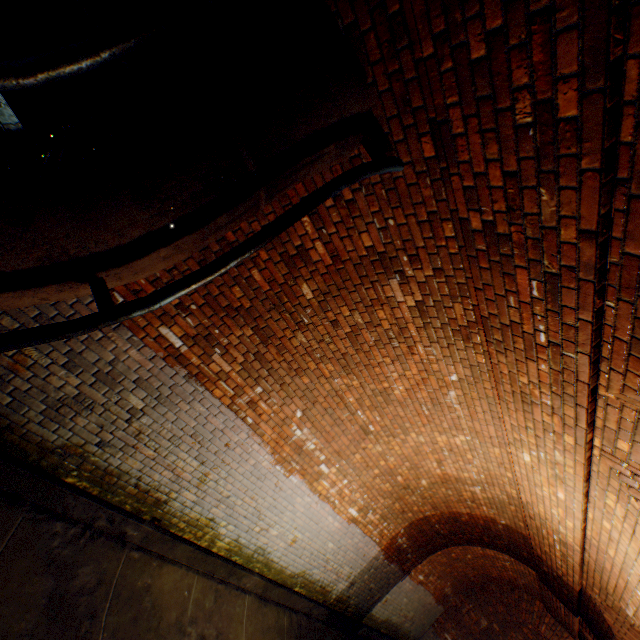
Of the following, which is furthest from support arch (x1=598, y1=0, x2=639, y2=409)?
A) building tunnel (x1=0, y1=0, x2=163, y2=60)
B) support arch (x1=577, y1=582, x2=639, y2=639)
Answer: support arch (x1=577, y1=582, x2=639, y2=639)

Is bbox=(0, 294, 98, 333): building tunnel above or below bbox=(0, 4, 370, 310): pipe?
below

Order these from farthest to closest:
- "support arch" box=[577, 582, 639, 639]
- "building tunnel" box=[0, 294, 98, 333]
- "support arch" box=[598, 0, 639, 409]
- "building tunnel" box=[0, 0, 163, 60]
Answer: "support arch" box=[577, 582, 639, 639], "building tunnel" box=[0, 294, 98, 333], "building tunnel" box=[0, 0, 163, 60], "support arch" box=[598, 0, 639, 409]

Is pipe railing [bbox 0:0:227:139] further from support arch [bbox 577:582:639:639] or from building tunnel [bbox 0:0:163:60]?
support arch [bbox 577:582:639:639]

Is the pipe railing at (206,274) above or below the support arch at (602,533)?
below

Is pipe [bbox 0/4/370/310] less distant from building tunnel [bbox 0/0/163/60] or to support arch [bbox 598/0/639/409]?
building tunnel [bbox 0/0/163/60]

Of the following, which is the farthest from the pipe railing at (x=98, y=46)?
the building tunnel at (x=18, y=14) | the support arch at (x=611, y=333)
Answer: the support arch at (x=611, y=333)

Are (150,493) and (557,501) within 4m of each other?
no
